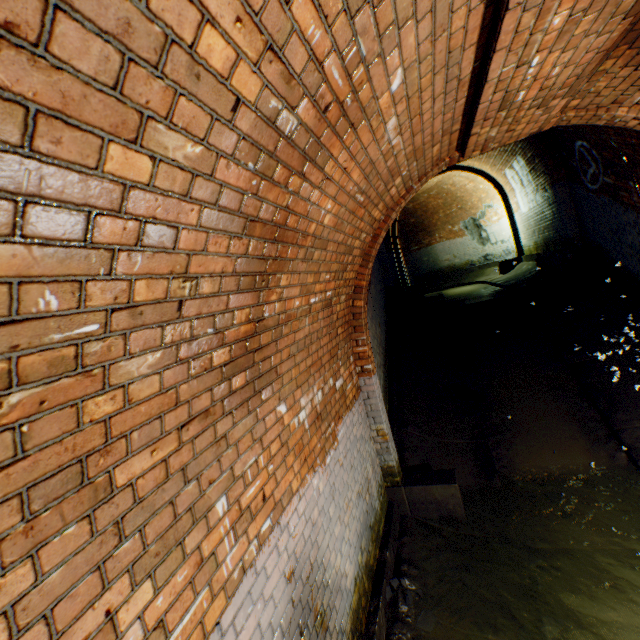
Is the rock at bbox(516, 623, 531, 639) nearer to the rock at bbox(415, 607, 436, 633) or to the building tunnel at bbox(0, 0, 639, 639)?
the building tunnel at bbox(0, 0, 639, 639)

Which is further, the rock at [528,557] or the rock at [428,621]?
the rock at [528,557]

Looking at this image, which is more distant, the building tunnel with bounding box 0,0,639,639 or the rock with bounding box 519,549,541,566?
the rock with bounding box 519,549,541,566

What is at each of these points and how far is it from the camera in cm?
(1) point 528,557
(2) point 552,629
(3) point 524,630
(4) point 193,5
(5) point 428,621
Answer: (1) rock, 381
(2) rock, 304
(3) rock, 299
(4) building tunnel, 78
(5) rock, 309

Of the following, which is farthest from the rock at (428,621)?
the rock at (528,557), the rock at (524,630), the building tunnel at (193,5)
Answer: the rock at (528,557)

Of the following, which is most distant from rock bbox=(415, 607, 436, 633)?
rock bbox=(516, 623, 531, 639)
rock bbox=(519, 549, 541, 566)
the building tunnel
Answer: rock bbox=(519, 549, 541, 566)

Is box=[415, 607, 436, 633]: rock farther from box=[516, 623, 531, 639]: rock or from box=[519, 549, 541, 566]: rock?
box=[519, 549, 541, 566]: rock

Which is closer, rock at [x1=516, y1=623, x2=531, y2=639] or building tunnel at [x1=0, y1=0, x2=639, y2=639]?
building tunnel at [x1=0, y1=0, x2=639, y2=639]
